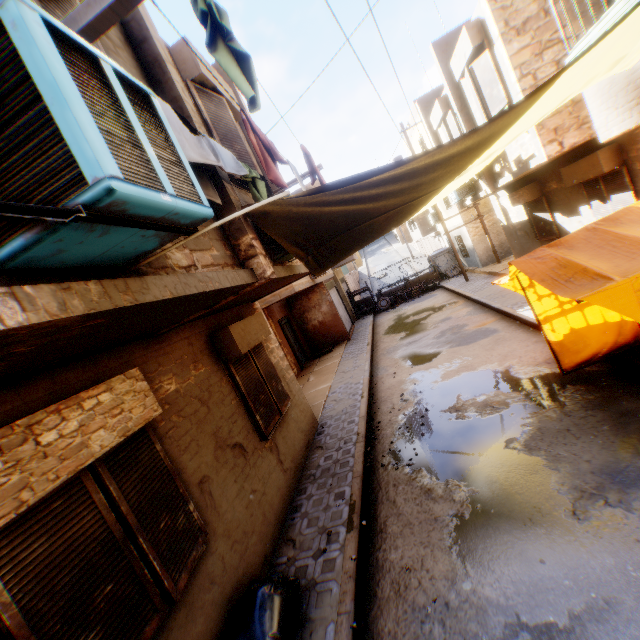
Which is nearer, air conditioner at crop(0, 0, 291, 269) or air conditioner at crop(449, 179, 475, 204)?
air conditioner at crop(0, 0, 291, 269)

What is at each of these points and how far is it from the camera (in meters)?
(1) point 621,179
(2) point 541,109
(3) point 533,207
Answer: (1) shutter, 7.68
(2) tent, 3.55
(3) shutter, 11.66

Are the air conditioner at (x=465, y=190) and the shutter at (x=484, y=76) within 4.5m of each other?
yes

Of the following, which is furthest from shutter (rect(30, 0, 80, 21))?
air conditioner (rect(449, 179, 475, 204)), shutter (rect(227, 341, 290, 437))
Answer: air conditioner (rect(449, 179, 475, 204))

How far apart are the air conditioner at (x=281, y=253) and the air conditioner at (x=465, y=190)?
9.1m

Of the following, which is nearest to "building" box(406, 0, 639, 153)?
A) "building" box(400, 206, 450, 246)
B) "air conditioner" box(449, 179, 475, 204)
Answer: "air conditioner" box(449, 179, 475, 204)

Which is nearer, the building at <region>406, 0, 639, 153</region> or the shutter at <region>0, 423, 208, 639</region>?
the shutter at <region>0, 423, 208, 639</region>

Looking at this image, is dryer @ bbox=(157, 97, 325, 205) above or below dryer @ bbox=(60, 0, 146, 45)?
Answer: below
